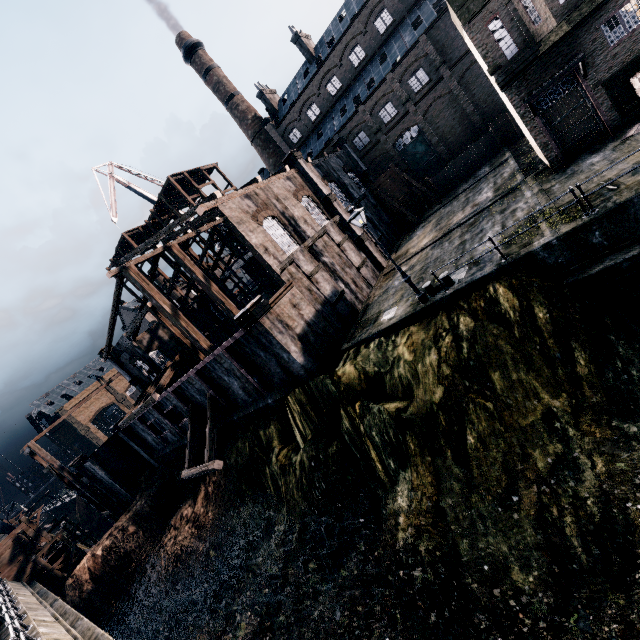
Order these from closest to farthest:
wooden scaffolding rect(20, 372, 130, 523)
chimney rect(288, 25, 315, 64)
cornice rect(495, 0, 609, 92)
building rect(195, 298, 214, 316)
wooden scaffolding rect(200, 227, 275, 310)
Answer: cornice rect(495, 0, 609, 92) → wooden scaffolding rect(20, 372, 130, 523) → wooden scaffolding rect(200, 227, 275, 310) → chimney rect(288, 25, 315, 64) → building rect(195, 298, 214, 316)

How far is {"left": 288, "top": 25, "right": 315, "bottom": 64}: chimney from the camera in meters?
45.7

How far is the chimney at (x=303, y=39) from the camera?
45.7m

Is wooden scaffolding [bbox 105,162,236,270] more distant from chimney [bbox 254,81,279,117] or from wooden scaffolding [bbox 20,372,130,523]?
chimney [bbox 254,81,279,117]

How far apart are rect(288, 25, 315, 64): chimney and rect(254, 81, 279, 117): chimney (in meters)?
7.55

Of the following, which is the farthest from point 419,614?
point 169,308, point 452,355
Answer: point 169,308

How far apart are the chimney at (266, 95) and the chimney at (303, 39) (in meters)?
7.55

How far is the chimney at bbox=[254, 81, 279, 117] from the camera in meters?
51.5
